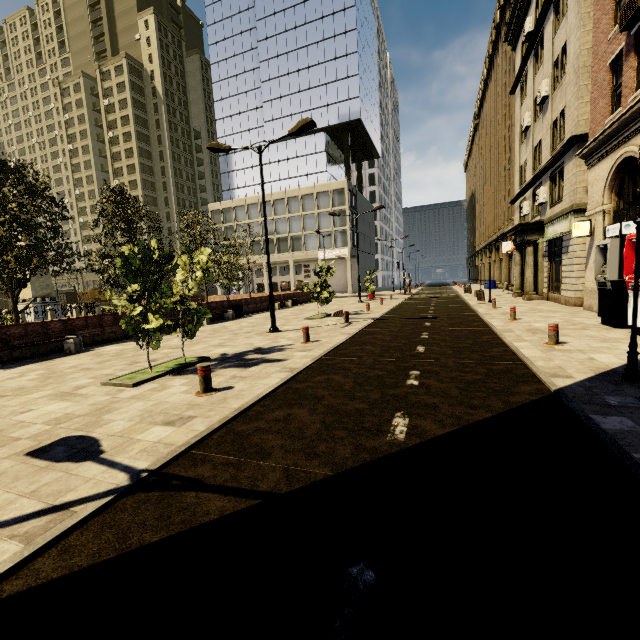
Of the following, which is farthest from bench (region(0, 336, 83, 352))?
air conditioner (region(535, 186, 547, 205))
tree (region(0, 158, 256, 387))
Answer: air conditioner (region(535, 186, 547, 205))

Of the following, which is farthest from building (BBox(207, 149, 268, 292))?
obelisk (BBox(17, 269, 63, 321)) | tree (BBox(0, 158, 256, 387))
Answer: obelisk (BBox(17, 269, 63, 321))

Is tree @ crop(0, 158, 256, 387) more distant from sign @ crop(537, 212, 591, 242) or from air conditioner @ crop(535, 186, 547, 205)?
air conditioner @ crop(535, 186, 547, 205)

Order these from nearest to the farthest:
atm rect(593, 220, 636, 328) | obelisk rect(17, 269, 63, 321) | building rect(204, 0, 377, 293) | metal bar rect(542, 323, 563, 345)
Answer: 1. metal bar rect(542, 323, 563, 345)
2. atm rect(593, 220, 636, 328)
3. obelisk rect(17, 269, 63, 321)
4. building rect(204, 0, 377, 293)

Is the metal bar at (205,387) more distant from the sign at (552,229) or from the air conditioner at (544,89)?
the air conditioner at (544,89)

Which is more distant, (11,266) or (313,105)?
(313,105)

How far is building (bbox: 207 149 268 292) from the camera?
53.8m

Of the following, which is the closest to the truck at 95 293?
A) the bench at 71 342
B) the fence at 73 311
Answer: the fence at 73 311
